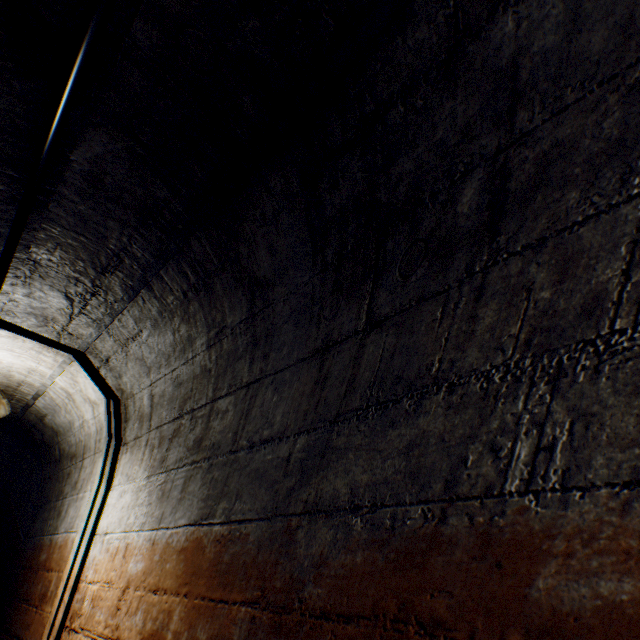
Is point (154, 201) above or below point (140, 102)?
below

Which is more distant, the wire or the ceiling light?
the ceiling light

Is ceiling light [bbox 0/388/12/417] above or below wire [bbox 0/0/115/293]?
below

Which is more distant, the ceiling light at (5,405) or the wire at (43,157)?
the ceiling light at (5,405)

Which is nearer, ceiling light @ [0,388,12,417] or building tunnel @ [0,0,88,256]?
building tunnel @ [0,0,88,256]

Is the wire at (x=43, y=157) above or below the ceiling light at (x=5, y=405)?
above

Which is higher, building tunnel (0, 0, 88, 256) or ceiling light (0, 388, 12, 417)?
building tunnel (0, 0, 88, 256)
